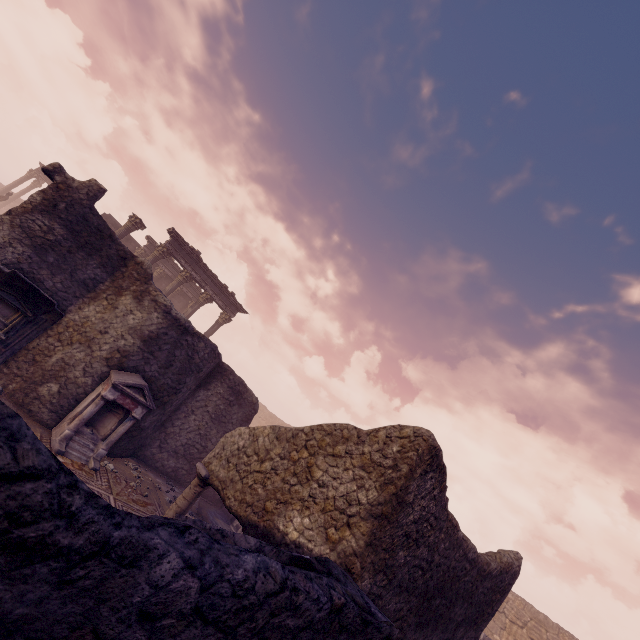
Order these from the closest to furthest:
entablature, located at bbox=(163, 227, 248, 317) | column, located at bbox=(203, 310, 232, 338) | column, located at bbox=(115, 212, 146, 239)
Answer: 1. column, located at bbox=(115, 212, 146, 239)
2. entablature, located at bbox=(163, 227, 248, 317)
3. column, located at bbox=(203, 310, 232, 338)

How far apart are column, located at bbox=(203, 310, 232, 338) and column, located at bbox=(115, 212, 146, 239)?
6.1 meters

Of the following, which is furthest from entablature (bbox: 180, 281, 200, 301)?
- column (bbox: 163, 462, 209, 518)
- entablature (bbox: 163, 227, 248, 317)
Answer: column (bbox: 163, 462, 209, 518)

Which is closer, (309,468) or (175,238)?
(309,468)

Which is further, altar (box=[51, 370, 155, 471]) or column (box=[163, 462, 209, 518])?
altar (box=[51, 370, 155, 471])

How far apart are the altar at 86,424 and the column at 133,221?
9.6m

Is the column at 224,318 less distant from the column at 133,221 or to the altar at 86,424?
the column at 133,221

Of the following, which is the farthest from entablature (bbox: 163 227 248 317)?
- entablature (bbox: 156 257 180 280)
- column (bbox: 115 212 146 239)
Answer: entablature (bbox: 156 257 180 280)
